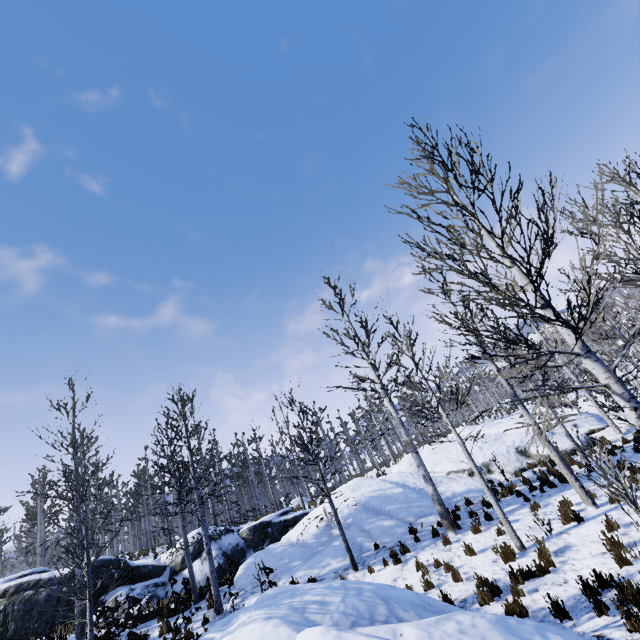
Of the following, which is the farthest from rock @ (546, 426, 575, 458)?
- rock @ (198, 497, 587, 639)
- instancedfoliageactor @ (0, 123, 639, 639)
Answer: rock @ (198, 497, 587, 639)

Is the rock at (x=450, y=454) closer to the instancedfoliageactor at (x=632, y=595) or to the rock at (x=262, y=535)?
the instancedfoliageactor at (x=632, y=595)

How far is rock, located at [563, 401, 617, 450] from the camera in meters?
16.2 m

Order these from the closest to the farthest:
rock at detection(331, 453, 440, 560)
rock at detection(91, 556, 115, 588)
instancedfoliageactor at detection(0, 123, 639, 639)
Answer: instancedfoliageactor at detection(0, 123, 639, 639), rock at detection(331, 453, 440, 560), rock at detection(91, 556, 115, 588)

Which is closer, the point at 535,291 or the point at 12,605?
the point at 535,291

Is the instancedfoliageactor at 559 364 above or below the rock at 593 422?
above

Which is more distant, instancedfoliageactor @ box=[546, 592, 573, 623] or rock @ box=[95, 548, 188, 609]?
rock @ box=[95, 548, 188, 609]

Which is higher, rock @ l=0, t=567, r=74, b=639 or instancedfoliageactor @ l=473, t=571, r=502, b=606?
rock @ l=0, t=567, r=74, b=639
